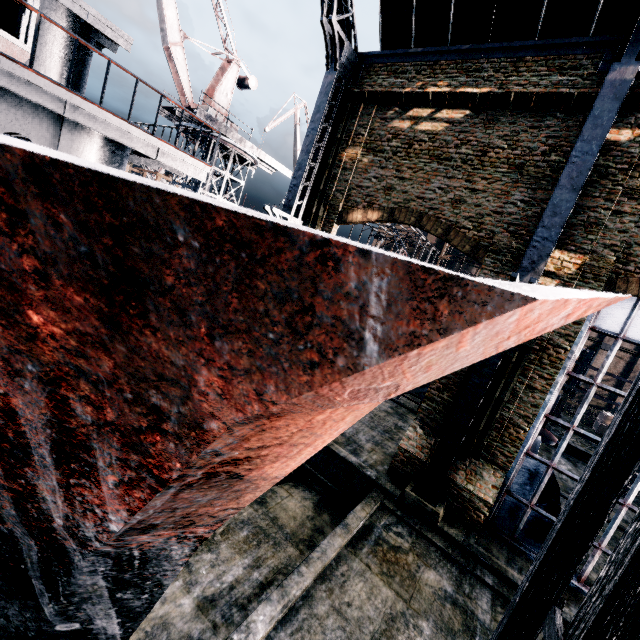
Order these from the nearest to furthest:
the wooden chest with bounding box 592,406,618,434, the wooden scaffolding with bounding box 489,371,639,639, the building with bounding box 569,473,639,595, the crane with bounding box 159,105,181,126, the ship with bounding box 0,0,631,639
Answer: the ship with bounding box 0,0,631,639 < the wooden scaffolding with bounding box 489,371,639,639 < the building with bounding box 569,473,639,595 < the crane with bounding box 159,105,181,126 < the wooden chest with bounding box 592,406,618,434

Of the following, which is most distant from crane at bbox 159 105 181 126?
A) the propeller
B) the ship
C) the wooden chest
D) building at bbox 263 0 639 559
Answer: the wooden chest

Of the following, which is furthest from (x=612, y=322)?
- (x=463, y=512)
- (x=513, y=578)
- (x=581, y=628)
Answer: (x=581, y=628)

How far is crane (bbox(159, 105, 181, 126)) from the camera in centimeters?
2336cm

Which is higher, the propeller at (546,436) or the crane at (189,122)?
the crane at (189,122)

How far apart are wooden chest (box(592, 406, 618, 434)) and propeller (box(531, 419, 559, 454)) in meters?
19.7 m

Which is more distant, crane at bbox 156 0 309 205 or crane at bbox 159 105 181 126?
crane at bbox 159 105 181 126

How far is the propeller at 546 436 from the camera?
21.9 meters
